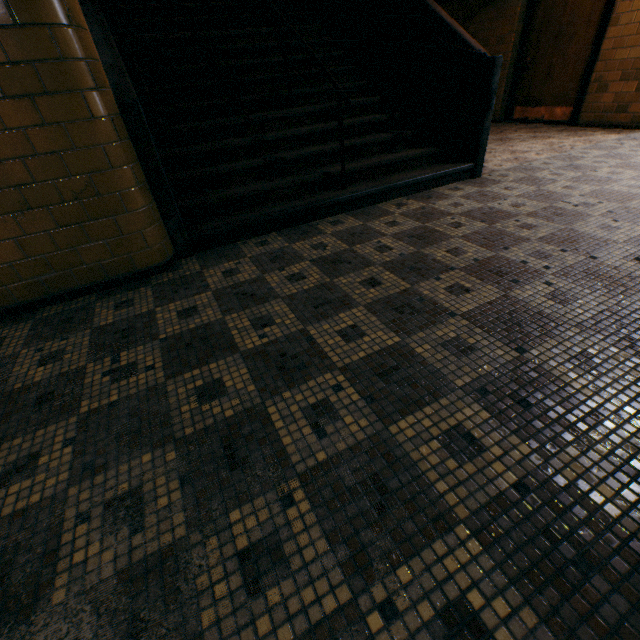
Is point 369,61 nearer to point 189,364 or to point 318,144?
point 318,144

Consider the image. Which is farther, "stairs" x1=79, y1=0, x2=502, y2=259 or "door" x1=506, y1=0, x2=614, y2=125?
"door" x1=506, y1=0, x2=614, y2=125

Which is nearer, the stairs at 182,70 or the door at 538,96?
the stairs at 182,70
